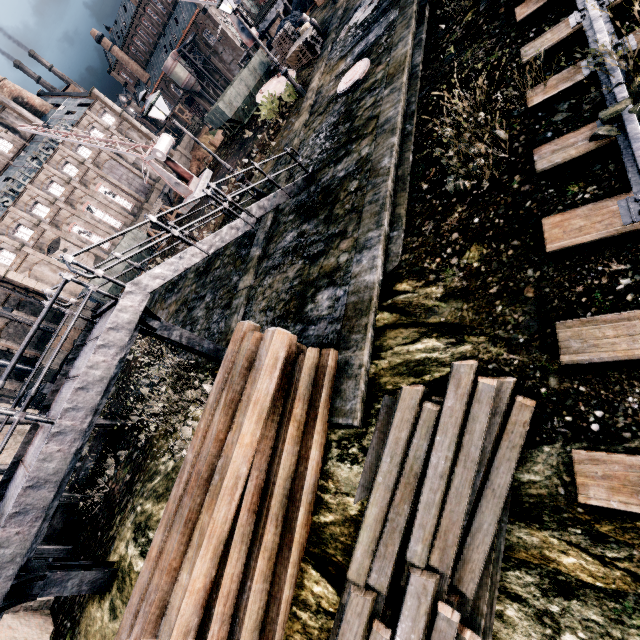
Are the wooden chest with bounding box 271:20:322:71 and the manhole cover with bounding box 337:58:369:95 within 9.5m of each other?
yes

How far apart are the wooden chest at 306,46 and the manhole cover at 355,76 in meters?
8.2 m

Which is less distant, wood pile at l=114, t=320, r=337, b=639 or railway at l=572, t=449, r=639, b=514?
railway at l=572, t=449, r=639, b=514

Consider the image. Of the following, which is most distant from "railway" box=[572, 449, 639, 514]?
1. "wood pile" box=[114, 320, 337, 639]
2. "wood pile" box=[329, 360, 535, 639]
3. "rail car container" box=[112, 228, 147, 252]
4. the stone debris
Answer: "rail car container" box=[112, 228, 147, 252]

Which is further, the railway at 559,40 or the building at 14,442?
the building at 14,442

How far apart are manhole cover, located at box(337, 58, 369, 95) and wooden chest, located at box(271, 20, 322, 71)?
8.2 meters

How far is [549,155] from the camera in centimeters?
621cm

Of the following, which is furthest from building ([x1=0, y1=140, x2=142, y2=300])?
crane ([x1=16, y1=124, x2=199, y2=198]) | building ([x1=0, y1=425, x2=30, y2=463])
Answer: crane ([x1=16, y1=124, x2=199, y2=198])
